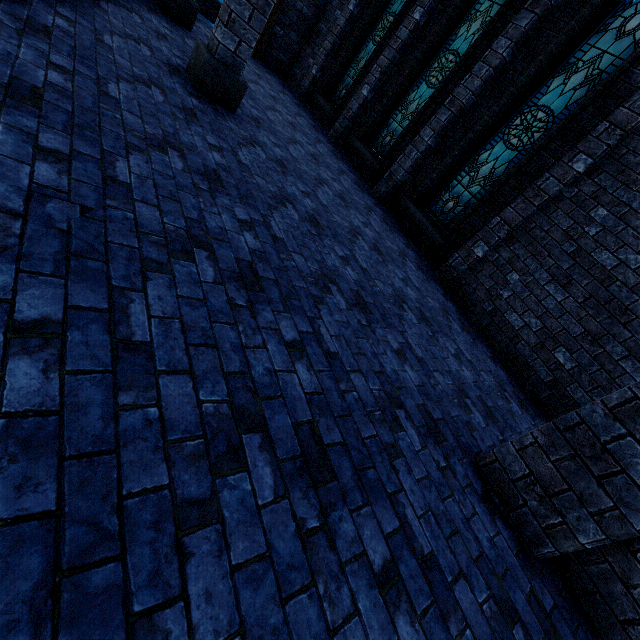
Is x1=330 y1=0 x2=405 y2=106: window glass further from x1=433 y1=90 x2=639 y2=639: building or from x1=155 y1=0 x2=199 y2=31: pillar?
x1=155 y1=0 x2=199 y2=31: pillar

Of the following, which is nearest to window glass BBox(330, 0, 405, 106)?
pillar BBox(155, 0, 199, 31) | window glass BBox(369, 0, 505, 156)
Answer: window glass BBox(369, 0, 505, 156)

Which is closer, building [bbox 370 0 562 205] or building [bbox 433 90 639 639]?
building [bbox 433 90 639 639]

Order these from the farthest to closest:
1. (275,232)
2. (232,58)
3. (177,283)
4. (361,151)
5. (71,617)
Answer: (361,151)
(232,58)
(275,232)
(177,283)
(71,617)

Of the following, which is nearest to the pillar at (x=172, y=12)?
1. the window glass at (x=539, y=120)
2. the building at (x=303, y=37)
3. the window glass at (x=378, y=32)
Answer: the building at (x=303, y=37)

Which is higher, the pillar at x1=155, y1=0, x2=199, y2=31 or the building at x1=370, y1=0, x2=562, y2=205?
the building at x1=370, y1=0, x2=562, y2=205

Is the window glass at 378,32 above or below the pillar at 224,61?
above

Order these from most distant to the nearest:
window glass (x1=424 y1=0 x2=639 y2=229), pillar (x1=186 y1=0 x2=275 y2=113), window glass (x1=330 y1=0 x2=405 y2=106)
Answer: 1. window glass (x1=330 y1=0 x2=405 y2=106)
2. window glass (x1=424 y1=0 x2=639 y2=229)
3. pillar (x1=186 y1=0 x2=275 y2=113)
